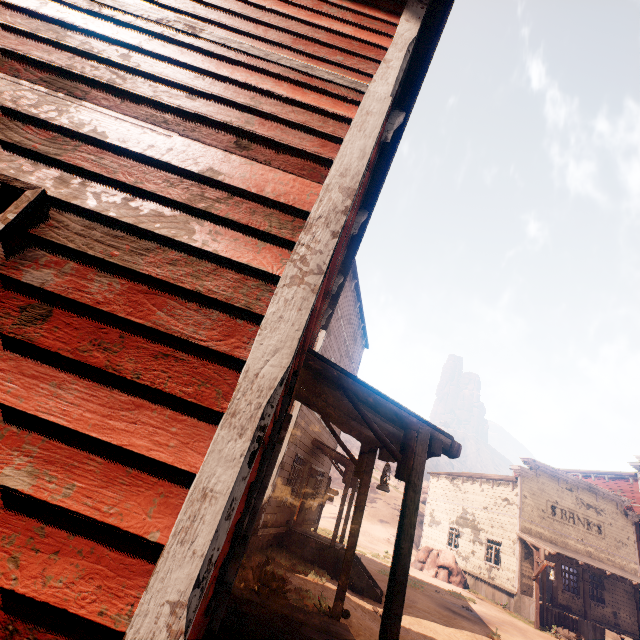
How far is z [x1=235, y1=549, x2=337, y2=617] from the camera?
6.4 meters

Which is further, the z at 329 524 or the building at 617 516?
the z at 329 524

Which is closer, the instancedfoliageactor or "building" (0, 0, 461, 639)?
"building" (0, 0, 461, 639)

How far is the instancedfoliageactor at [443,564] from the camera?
21.08m

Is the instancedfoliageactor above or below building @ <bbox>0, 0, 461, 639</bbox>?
below

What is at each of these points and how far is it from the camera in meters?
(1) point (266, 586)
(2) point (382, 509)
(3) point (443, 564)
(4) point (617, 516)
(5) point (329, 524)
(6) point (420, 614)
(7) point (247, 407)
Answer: (1) z, 6.5
(2) z, 39.8
(3) instancedfoliageactor, 21.6
(4) building, 23.0
(5) z, 30.2
(6) z, 10.9
(7) building, 1.2

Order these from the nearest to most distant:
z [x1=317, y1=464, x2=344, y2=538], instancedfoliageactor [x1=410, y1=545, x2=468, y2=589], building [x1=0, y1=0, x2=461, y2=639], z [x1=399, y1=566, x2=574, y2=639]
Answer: building [x1=0, y1=0, x2=461, y2=639] < z [x1=399, y1=566, x2=574, y2=639] < instancedfoliageactor [x1=410, y1=545, x2=468, y2=589] < z [x1=317, y1=464, x2=344, y2=538]

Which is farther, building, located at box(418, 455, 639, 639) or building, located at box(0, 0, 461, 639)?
building, located at box(418, 455, 639, 639)
